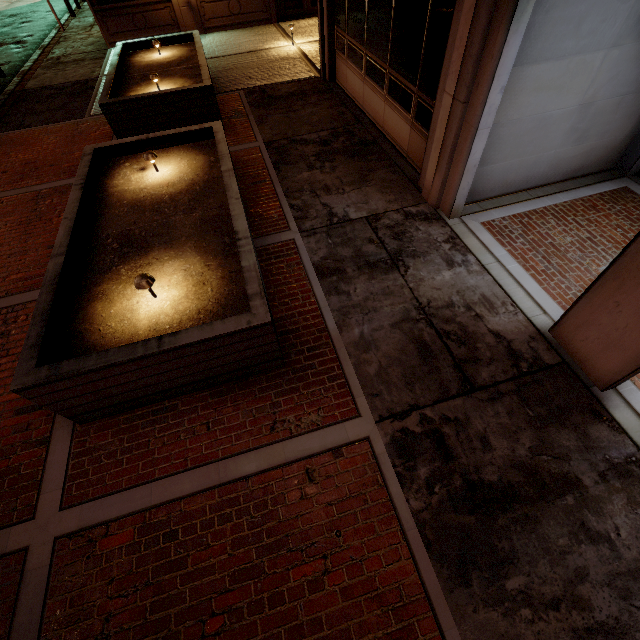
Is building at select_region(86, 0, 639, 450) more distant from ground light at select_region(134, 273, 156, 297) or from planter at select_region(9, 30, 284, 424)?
ground light at select_region(134, 273, 156, 297)

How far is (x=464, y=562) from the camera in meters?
2.8 m

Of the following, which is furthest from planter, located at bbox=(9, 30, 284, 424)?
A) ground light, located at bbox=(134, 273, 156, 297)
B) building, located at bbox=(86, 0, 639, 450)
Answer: building, located at bbox=(86, 0, 639, 450)

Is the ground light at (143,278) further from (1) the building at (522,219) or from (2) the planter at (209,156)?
(1) the building at (522,219)

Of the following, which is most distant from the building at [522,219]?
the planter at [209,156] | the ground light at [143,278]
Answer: the ground light at [143,278]

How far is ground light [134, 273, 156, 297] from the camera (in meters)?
3.56

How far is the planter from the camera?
3.3m
